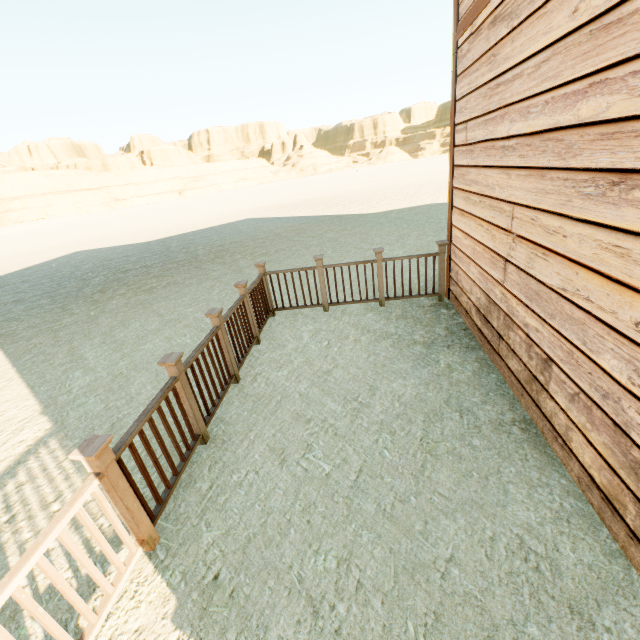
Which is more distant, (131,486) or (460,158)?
(460,158)
